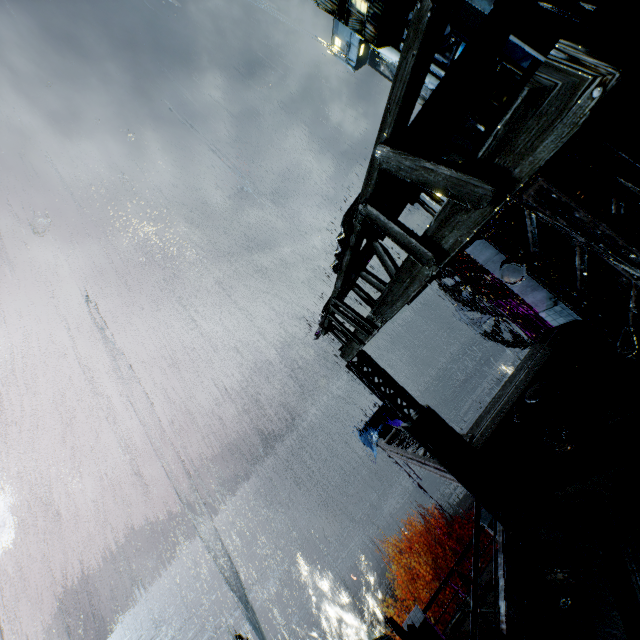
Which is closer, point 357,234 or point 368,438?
point 357,234

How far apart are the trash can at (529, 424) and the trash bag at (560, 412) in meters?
0.0

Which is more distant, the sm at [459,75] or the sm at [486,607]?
the sm at [486,607]

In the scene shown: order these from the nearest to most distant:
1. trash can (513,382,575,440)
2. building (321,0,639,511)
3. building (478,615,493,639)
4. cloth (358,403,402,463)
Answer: building (321,0,639,511) < trash can (513,382,575,440) < building (478,615,493,639) < cloth (358,403,402,463)

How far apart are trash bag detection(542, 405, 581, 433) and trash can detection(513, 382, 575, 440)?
0.0 meters

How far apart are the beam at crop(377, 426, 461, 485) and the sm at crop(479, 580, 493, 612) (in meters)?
4.09

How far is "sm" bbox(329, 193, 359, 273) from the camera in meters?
4.4 m

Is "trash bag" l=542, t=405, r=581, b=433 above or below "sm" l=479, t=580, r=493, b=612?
above
